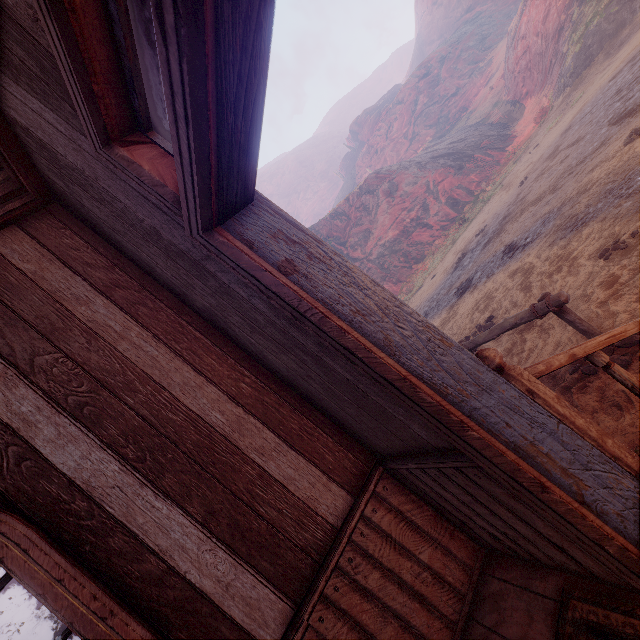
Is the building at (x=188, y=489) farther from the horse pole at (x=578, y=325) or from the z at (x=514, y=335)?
the horse pole at (x=578, y=325)

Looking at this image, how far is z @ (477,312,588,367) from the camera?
4.3 meters

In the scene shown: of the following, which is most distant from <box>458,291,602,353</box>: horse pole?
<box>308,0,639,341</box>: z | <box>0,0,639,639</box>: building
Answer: <box>0,0,639,639</box>: building

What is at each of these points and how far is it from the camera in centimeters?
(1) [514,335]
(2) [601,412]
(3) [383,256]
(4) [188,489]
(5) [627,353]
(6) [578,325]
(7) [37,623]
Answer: (1) z, 559cm
(2) z, 314cm
(3) z, 2727cm
(4) building, 179cm
(5) z, 329cm
(6) horse pole, 361cm
(7) z, 5856cm

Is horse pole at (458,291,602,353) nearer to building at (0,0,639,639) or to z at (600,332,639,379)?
z at (600,332,639,379)

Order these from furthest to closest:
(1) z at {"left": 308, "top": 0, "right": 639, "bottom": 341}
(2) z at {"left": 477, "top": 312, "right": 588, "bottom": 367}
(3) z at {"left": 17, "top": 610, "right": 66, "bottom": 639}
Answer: (3) z at {"left": 17, "top": 610, "right": 66, "bottom": 639}
(1) z at {"left": 308, "top": 0, "right": 639, "bottom": 341}
(2) z at {"left": 477, "top": 312, "right": 588, "bottom": 367}

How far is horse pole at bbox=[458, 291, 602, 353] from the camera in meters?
3.5 m

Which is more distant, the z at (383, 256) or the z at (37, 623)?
the z at (37, 623)
